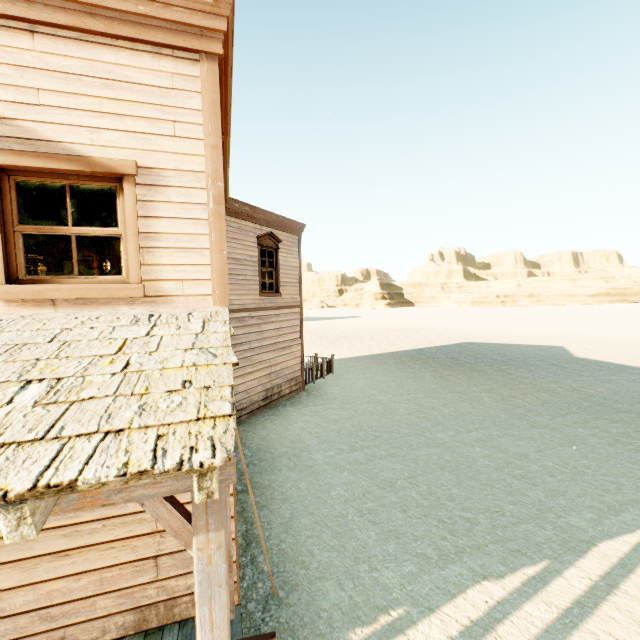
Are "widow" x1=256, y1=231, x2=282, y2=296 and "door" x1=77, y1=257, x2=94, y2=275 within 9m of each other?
yes

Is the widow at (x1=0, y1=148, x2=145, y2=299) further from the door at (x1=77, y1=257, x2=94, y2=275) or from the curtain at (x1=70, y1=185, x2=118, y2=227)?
the door at (x1=77, y1=257, x2=94, y2=275)

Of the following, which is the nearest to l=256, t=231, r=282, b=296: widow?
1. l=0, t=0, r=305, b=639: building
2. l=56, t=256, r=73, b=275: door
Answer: l=0, t=0, r=305, b=639: building

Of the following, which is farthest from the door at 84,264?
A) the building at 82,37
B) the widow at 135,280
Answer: the widow at 135,280

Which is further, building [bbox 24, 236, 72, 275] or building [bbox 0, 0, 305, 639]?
building [bbox 24, 236, 72, 275]

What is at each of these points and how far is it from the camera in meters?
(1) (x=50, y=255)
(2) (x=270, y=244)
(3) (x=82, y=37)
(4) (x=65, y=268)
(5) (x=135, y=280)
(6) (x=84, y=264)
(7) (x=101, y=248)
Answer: (1) building, 12.0
(2) widow, 11.7
(3) building, 3.0
(4) door, 12.2
(5) widow, 3.3
(6) door, 12.4
(7) building, 12.4

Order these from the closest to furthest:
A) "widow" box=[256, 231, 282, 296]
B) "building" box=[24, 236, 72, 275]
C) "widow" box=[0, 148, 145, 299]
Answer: "widow" box=[0, 148, 145, 299] < "widow" box=[256, 231, 282, 296] < "building" box=[24, 236, 72, 275]

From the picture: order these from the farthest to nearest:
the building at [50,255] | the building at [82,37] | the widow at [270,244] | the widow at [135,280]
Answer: the building at [50,255], the widow at [270,244], the widow at [135,280], the building at [82,37]
